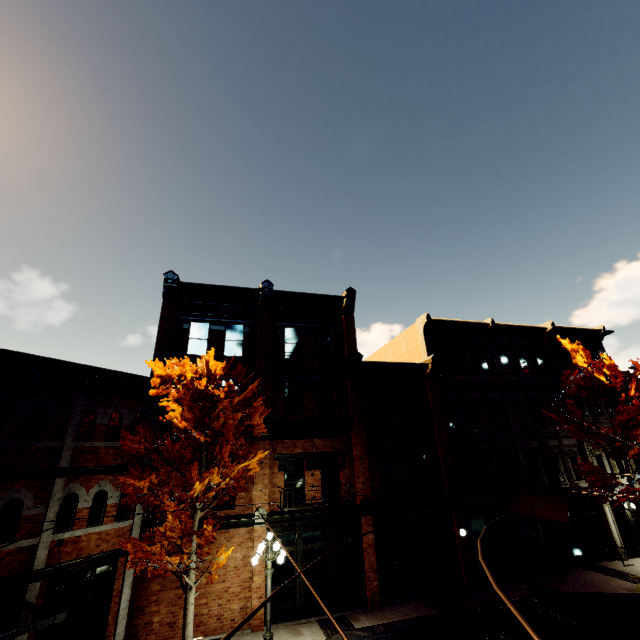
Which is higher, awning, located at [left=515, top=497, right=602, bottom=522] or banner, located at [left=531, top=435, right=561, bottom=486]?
banner, located at [left=531, top=435, right=561, bottom=486]

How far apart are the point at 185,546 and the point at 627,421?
20.8 meters

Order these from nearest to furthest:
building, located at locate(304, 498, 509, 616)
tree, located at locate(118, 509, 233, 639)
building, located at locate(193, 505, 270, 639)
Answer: tree, located at locate(118, 509, 233, 639)
building, located at locate(193, 505, 270, 639)
building, located at locate(304, 498, 509, 616)

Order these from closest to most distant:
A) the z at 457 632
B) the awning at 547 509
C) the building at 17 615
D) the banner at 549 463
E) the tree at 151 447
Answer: the building at 17 615 < the tree at 151 447 < the z at 457 632 < the awning at 547 509 < the banner at 549 463

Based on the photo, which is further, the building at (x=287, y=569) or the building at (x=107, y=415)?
the building at (x=287, y=569)

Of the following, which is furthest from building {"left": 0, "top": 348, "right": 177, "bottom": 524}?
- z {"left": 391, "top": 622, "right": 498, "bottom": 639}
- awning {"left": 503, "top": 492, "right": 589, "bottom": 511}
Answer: z {"left": 391, "top": 622, "right": 498, "bottom": 639}

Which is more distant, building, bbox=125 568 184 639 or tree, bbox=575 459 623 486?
tree, bbox=575 459 623 486

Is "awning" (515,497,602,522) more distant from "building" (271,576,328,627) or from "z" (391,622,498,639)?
"z" (391,622,498,639)
